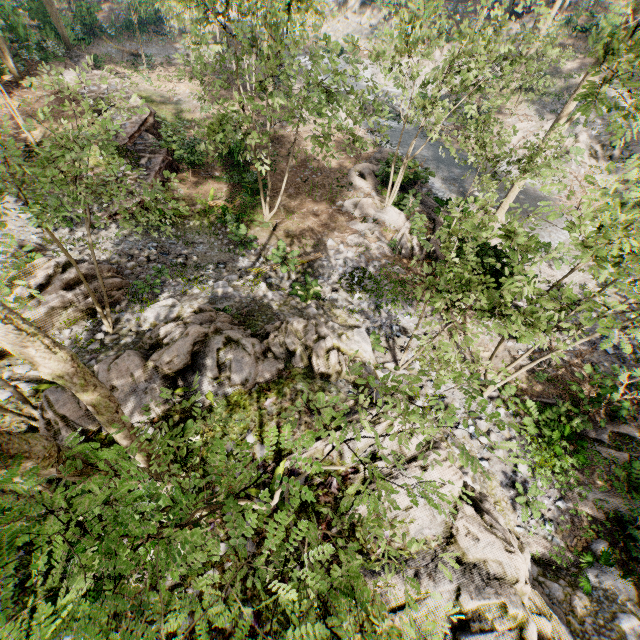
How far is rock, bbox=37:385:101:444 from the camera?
6.76m

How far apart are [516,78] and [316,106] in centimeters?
2627cm

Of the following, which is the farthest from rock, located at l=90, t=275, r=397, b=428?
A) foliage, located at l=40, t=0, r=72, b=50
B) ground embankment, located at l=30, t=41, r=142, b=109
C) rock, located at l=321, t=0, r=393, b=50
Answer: rock, located at l=321, t=0, r=393, b=50

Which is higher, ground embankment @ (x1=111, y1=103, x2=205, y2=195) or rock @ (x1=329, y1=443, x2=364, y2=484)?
rock @ (x1=329, y1=443, x2=364, y2=484)

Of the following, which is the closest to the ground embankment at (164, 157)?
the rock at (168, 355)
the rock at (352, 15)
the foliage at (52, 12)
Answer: the foliage at (52, 12)

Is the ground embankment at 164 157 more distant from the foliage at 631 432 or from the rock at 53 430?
the rock at 53 430

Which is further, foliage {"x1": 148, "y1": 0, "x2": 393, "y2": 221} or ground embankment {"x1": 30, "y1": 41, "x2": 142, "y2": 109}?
ground embankment {"x1": 30, "y1": 41, "x2": 142, "y2": 109}
